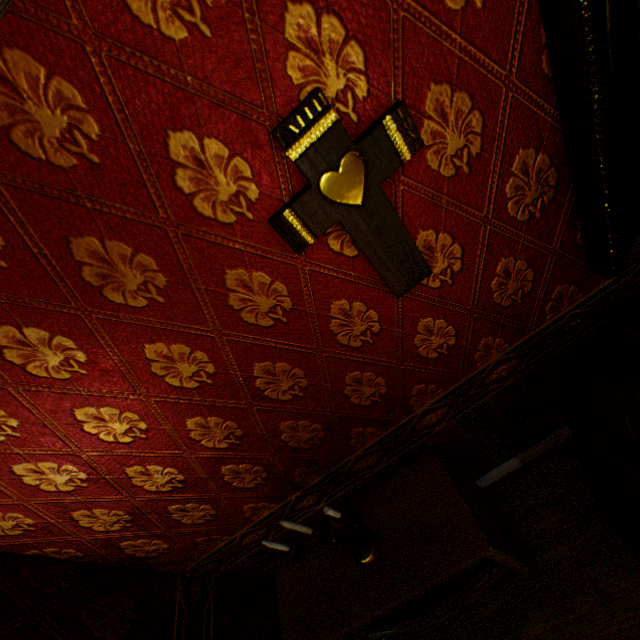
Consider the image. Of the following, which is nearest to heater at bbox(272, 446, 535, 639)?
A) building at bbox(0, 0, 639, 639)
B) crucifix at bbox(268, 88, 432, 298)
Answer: building at bbox(0, 0, 639, 639)

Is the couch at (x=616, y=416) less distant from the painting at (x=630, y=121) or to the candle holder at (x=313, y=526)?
the painting at (x=630, y=121)

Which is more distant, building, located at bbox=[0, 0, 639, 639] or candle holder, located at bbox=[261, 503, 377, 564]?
candle holder, located at bbox=[261, 503, 377, 564]

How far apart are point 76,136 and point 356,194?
0.6m

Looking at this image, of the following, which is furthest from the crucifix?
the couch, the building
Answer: Result: the couch

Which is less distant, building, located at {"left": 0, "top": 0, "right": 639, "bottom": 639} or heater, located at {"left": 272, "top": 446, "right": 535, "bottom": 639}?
building, located at {"left": 0, "top": 0, "right": 639, "bottom": 639}

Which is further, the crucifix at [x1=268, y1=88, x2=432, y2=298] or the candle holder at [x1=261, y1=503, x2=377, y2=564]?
the candle holder at [x1=261, y1=503, x2=377, y2=564]

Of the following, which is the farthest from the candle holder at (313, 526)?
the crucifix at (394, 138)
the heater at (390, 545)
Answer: the crucifix at (394, 138)
